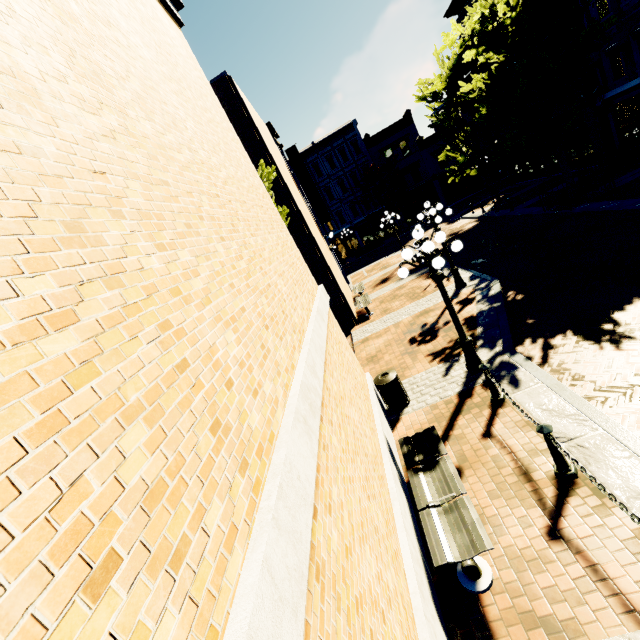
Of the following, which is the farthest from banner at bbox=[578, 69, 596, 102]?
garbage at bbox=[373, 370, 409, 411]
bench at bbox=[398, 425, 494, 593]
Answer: bench at bbox=[398, 425, 494, 593]

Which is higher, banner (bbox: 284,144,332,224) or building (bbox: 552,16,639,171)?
banner (bbox: 284,144,332,224)

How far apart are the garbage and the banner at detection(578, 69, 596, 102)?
21.3m

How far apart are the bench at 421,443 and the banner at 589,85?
22.6m

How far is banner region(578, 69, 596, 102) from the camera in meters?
17.6 m

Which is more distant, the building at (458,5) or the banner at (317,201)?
the building at (458,5)

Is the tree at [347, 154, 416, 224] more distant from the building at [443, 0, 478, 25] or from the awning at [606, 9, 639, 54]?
the awning at [606, 9, 639, 54]

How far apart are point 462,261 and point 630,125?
12.20m
